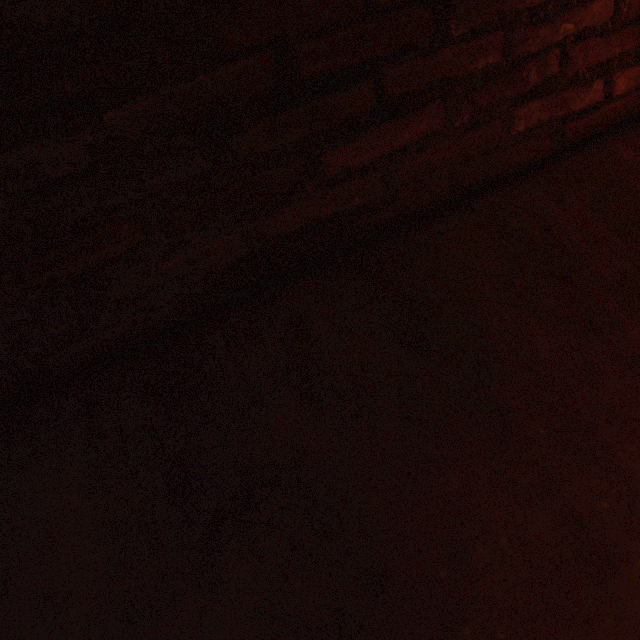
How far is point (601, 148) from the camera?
1.15m
